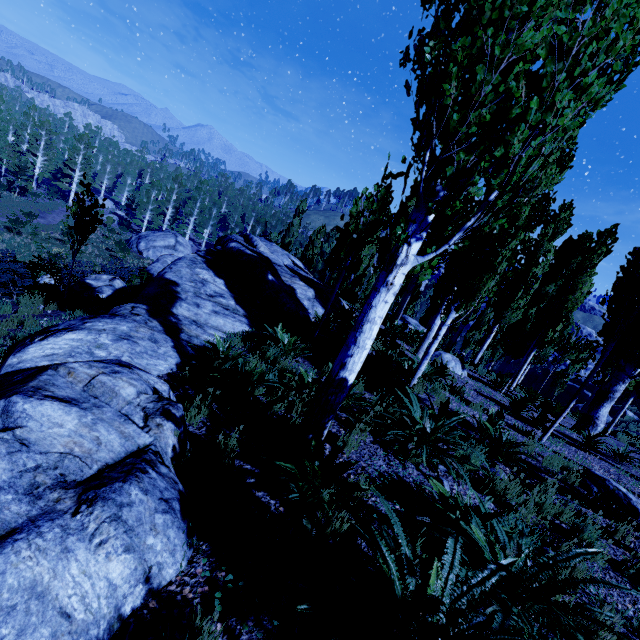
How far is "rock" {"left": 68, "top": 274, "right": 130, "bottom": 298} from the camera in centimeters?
1212cm

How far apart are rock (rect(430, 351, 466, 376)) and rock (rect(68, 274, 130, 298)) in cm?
1212

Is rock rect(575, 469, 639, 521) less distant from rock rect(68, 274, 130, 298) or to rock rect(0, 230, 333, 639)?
rock rect(0, 230, 333, 639)

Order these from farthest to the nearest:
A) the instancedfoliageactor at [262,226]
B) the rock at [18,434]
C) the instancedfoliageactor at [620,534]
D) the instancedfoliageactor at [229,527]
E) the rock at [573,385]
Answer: the instancedfoliageactor at [262,226] < the rock at [573,385] < the instancedfoliageactor at [620,534] < the instancedfoliageactor at [229,527] < the rock at [18,434]

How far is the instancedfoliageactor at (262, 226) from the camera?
53.7 meters

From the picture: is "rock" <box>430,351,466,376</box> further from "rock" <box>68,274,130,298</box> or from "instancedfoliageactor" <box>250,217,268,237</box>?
"rock" <box>68,274,130,298</box>

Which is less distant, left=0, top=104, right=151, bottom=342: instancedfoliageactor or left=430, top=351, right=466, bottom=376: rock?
left=0, top=104, right=151, bottom=342: instancedfoliageactor

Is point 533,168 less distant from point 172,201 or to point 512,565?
point 512,565
